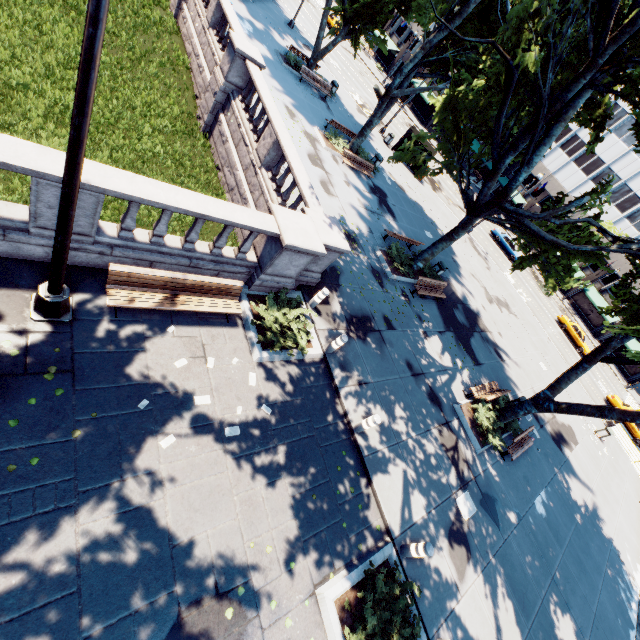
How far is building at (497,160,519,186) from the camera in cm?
5782

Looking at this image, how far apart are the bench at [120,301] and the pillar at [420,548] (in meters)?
7.13

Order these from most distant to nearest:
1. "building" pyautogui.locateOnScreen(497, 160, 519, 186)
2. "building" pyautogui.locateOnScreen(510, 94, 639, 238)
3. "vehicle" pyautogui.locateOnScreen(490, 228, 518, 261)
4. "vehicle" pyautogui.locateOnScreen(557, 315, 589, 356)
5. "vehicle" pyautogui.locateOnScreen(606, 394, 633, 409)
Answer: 1. "building" pyautogui.locateOnScreen(497, 160, 519, 186)
2. "building" pyautogui.locateOnScreen(510, 94, 639, 238)
3. "vehicle" pyautogui.locateOnScreen(490, 228, 518, 261)
4. "vehicle" pyautogui.locateOnScreen(557, 315, 589, 356)
5. "vehicle" pyautogui.locateOnScreen(606, 394, 633, 409)

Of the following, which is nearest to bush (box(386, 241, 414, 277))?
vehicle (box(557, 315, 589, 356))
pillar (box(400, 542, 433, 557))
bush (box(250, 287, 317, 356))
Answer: bush (box(250, 287, 317, 356))

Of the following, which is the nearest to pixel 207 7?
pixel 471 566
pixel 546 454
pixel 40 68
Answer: pixel 40 68

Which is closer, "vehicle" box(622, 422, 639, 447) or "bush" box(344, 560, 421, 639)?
"bush" box(344, 560, 421, 639)

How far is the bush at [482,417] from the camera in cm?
1290

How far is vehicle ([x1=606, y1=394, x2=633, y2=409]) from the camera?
30.1 meters
